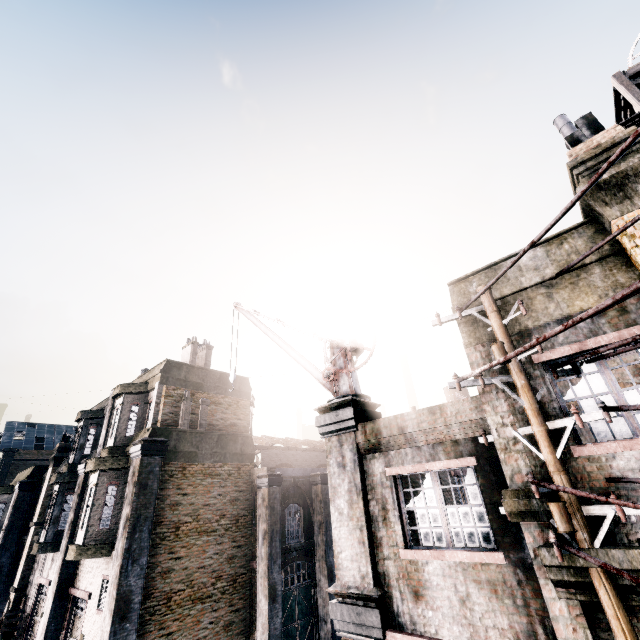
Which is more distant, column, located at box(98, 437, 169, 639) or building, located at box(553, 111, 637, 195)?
column, located at box(98, 437, 169, 639)

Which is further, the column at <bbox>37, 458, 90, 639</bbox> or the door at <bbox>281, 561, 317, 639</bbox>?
the door at <bbox>281, 561, 317, 639</bbox>

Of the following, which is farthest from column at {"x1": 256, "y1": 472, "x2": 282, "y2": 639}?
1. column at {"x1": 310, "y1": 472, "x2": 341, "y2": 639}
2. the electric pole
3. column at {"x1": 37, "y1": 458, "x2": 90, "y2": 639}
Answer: the electric pole

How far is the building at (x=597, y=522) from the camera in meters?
4.5 m

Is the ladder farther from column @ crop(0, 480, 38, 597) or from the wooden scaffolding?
the wooden scaffolding

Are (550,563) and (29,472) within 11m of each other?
no

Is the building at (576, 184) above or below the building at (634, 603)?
above

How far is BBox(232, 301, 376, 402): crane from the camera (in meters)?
9.98
